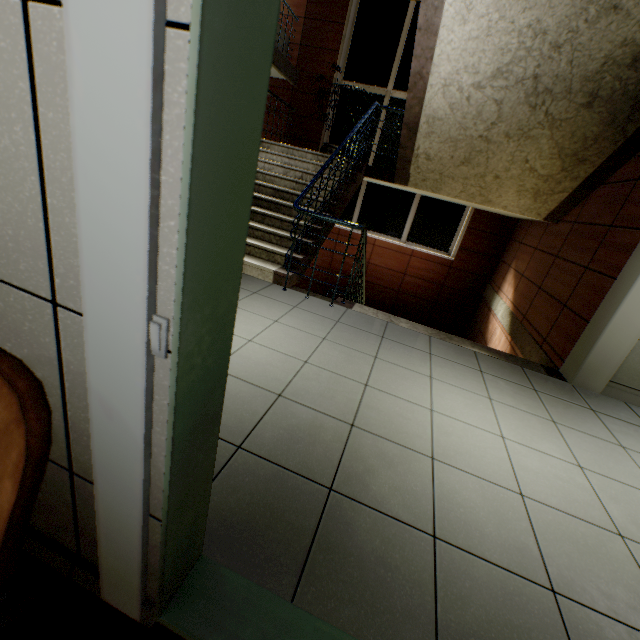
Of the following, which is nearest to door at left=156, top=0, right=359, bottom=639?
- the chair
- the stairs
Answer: the chair

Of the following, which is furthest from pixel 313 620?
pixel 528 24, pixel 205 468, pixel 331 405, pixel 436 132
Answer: pixel 436 132

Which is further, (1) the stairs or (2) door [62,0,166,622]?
(1) the stairs

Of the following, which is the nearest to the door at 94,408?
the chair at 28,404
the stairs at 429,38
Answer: the chair at 28,404

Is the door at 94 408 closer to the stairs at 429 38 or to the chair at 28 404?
the chair at 28 404

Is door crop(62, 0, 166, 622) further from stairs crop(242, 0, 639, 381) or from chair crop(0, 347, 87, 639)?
stairs crop(242, 0, 639, 381)

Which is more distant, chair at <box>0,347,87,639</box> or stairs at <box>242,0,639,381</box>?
stairs at <box>242,0,639,381</box>
